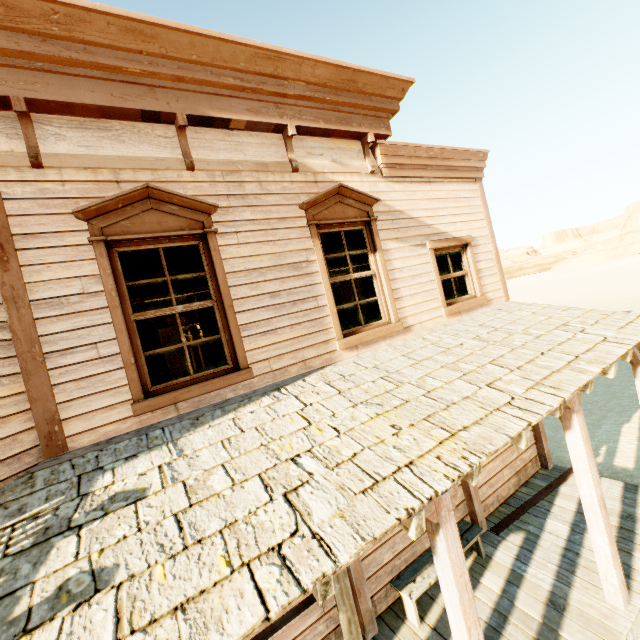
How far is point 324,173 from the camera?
4.7m

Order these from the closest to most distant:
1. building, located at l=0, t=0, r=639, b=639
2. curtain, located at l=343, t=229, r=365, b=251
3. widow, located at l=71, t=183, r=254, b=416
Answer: building, located at l=0, t=0, r=639, b=639 → widow, located at l=71, t=183, r=254, b=416 → curtain, located at l=343, t=229, r=365, b=251

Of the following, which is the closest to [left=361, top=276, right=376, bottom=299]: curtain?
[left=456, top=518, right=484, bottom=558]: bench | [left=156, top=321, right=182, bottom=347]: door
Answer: [left=456, top=518, right=484, bottom=558]: bench

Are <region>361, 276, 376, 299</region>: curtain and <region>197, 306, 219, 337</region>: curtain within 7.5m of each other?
yes

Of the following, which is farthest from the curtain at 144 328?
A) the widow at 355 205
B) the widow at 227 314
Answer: the widow at 355 205

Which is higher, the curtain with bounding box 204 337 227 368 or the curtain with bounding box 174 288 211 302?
the curtain with bounding box 174 288 211 302

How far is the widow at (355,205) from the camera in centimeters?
452cm

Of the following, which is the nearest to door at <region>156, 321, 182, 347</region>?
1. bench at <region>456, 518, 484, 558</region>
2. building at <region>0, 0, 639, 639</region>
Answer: building at <region>0, 0, 639, 639</region>
